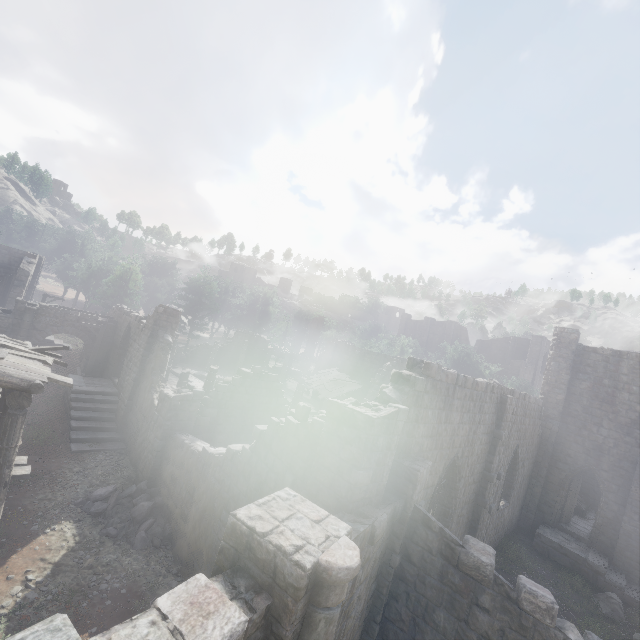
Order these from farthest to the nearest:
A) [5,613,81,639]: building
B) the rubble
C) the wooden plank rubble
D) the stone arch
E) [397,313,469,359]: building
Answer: [397,313,469,359]: building, the wooden plank rubble, the stone arch, the rubble, [5,613,81,639]: building

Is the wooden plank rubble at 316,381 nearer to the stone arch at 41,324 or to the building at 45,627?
the building at 45,627

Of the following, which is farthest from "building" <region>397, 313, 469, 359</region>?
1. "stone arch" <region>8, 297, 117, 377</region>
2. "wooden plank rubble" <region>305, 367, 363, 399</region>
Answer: "wooden plank rubble" <region>305, 367, 363, 399</region>

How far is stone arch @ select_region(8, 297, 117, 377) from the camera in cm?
2036

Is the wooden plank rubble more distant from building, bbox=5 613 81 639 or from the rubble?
the rubble

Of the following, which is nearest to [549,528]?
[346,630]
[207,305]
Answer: [346,630]

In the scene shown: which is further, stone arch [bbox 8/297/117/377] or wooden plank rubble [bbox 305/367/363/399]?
wooden plank rubble [bbox 305/367/363/399]

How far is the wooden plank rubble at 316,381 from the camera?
26.2 meters
